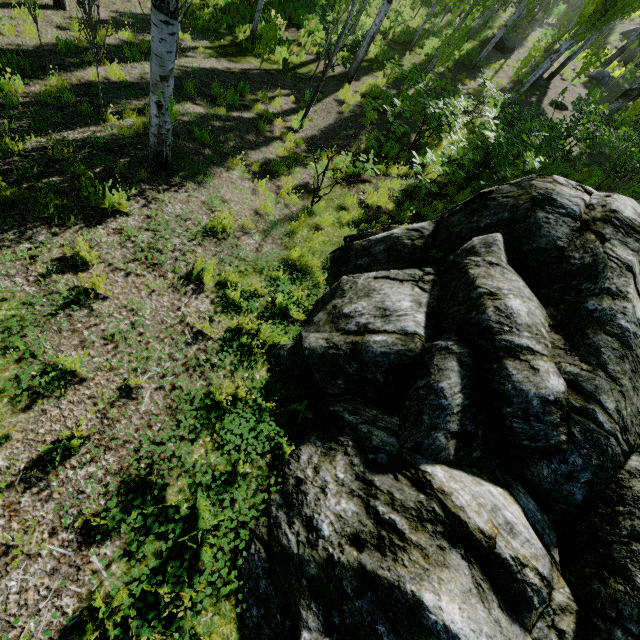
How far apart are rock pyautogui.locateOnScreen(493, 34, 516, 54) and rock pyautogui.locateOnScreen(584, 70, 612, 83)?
5.0m

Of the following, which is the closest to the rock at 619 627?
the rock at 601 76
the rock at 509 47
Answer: the rock at 601 76

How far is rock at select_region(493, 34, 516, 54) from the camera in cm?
2200

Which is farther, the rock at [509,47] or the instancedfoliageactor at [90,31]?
the rock at [509,47]

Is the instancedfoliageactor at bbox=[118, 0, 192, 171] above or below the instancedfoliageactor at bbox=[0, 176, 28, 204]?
above

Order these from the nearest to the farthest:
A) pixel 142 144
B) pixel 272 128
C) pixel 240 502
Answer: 1. pixel 240 502
2. pixel 142 144
3. pixel 272 128

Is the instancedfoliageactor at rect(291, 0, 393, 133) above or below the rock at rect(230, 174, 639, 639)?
below

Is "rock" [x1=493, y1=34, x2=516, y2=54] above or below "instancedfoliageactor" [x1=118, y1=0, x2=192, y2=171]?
below
